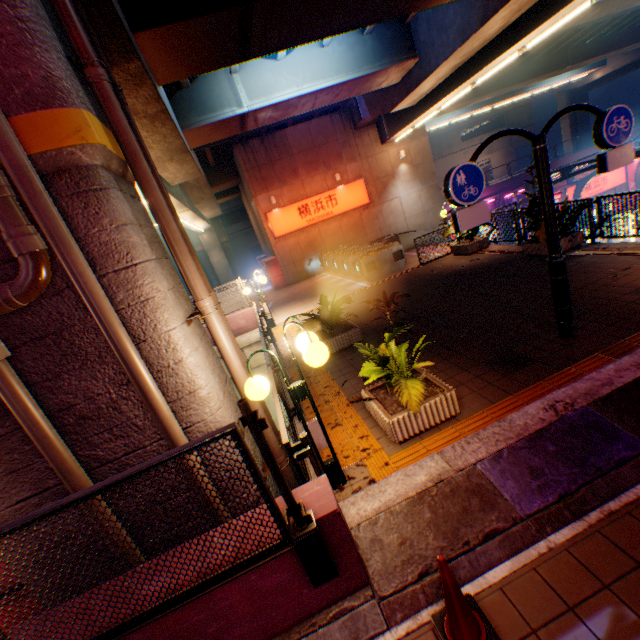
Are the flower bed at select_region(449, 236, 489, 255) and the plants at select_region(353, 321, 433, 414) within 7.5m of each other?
no

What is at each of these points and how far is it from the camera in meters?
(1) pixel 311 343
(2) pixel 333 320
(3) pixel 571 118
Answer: (1) street lamp, 3.4 m
(2) plants, 8.1 m
(3) overpass support, 38.6 m

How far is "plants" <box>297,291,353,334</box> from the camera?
7.9m

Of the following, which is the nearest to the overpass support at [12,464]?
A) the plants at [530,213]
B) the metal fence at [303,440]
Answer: A: the metal fence at [303,440]

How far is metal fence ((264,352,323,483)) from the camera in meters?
3.4

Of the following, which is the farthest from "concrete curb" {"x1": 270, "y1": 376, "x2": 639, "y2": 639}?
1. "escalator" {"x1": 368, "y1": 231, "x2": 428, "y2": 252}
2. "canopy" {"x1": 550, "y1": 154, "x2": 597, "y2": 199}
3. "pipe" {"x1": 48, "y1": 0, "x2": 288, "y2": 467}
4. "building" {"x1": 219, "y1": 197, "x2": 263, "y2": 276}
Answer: "building" {"x1": 219, "y1": 197, "x2": 263, "y2": 276}

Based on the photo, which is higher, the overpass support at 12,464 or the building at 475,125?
the building at 475,125

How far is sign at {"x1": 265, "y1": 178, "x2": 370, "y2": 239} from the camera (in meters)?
19.92
